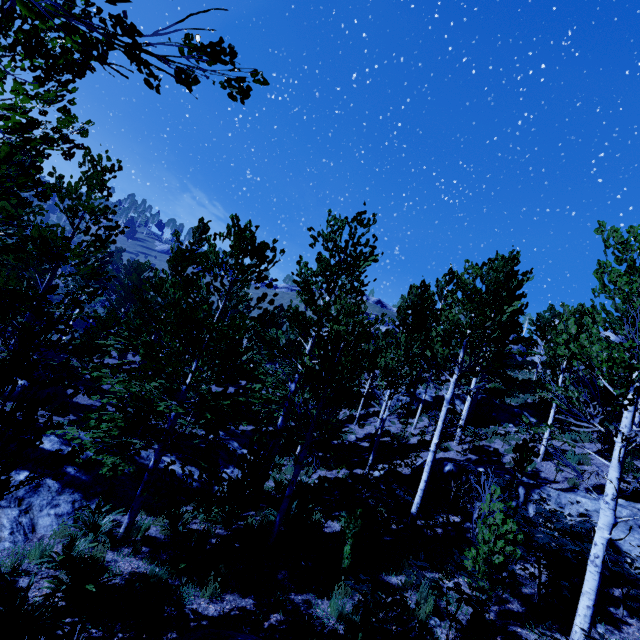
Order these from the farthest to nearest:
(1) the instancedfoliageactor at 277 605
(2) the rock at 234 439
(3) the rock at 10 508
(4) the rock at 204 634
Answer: (2) the rock at 234 439
(3) the rock at 10 508
(1) the instancedfoliageactor at 277 605
(4) the rock at 204 634

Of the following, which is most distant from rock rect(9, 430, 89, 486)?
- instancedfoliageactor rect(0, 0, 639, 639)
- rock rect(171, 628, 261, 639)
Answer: rock rect(171, 628, 261, 639)

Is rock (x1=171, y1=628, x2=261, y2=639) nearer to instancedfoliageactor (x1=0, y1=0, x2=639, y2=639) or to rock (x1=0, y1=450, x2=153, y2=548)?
instancedfoliageactor (x1=0, y1=0, x2=639, y2=639)

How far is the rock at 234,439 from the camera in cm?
1352

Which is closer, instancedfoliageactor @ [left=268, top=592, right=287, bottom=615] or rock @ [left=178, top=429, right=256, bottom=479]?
instancedfoliageactor @ [left=268, top=592, right=287, bottom=615]

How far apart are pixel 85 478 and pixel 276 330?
19.14m

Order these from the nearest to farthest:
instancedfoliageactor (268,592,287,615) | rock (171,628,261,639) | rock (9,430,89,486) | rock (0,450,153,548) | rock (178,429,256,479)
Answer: rock (171,628,261,639)
instancedfoliageactor (268,592,287,615)
rock (0,450,153,548)
rock (9,430,89,486)
rock (178,429,256,479)

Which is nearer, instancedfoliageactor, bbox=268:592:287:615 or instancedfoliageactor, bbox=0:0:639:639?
instancedfoliageactor, bbox=0:0:639:639
